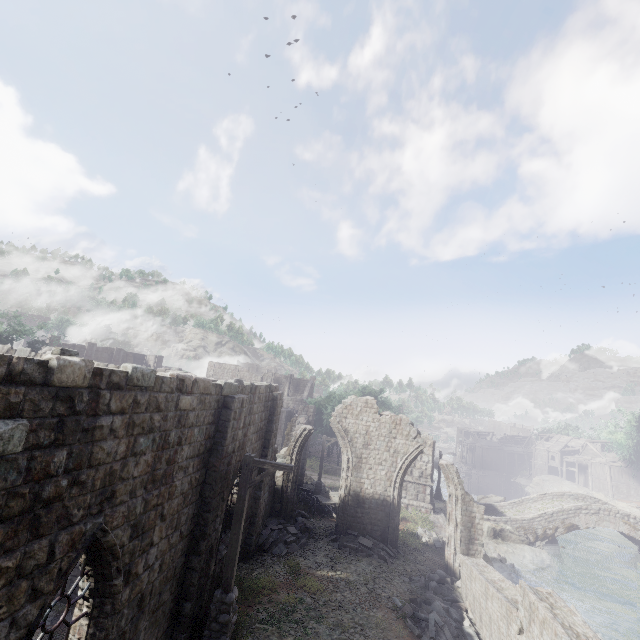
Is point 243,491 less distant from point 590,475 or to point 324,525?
point 324,525

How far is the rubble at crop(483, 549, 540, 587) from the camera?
19.8m

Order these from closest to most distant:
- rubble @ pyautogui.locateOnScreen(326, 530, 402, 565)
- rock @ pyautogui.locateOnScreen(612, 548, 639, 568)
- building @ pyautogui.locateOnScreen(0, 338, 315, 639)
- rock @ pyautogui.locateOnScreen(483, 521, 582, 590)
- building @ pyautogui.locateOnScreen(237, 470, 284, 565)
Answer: building @ pyautogui.locateOnScreen(0, 338, 315, 639) → building @ pyautogui.locateOnScreen(237, 470, 284, 565) → rubble @ pyautogui.locateOnScreen(326, 530, 402, 565) → rock @ pyautogui.locateOnScreen(483, 521, 582, 590) → rock @ pyautogui.locateOnScreen(612, 548, 639, 568)

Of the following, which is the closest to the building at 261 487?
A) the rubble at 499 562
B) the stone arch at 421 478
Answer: the stone arch at 421 478

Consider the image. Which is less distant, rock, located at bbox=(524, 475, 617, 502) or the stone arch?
the stone arch

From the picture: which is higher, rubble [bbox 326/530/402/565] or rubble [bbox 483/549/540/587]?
rubble [bbox 326/530/402/565]

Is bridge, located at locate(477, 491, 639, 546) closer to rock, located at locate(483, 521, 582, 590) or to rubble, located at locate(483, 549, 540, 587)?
rock, located at locate(483, 521, 582, 590)

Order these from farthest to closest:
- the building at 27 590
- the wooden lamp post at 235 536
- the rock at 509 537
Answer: the rock at 509 537
the wooden lamp post at 235 536
the building at 27 590
